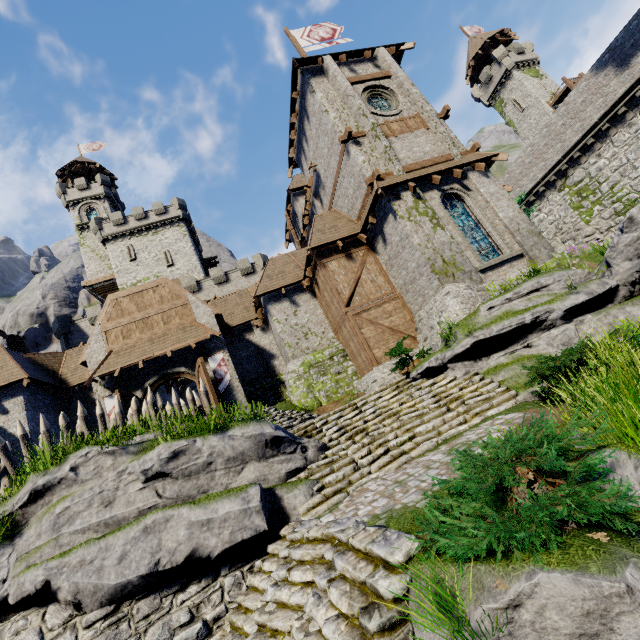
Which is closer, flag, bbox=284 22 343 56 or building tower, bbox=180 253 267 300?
flag, bbox=284 22 343 56

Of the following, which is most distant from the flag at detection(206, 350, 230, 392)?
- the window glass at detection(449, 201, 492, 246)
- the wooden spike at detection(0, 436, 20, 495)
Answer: the window glass at detection(449, 201, 492, 246)

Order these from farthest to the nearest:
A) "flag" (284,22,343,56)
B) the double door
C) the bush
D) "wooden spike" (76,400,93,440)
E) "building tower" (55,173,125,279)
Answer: "building tower" (55,173,125,279) → "flag" (284,22,343,56) → the double door → "wooden spike" (76,400,93,440) → the bush

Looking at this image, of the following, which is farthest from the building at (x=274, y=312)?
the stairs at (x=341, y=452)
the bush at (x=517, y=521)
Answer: the bush at (x=517, y=521)

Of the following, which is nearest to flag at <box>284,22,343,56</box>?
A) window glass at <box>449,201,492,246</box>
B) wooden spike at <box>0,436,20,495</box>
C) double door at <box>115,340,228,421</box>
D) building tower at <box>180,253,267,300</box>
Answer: window glass at <box>449,201,492,246</box>

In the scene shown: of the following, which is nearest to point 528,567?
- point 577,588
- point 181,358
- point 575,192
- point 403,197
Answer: point 577,588

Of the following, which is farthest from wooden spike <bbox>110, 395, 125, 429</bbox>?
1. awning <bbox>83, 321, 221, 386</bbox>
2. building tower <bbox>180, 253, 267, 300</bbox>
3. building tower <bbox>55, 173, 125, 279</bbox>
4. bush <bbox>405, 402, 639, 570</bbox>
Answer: building tower <bbox>55, 173, 125, 279</bbox>

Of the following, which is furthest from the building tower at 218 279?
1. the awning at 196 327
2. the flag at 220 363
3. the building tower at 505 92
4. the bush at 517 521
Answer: the building tower at 505 92
